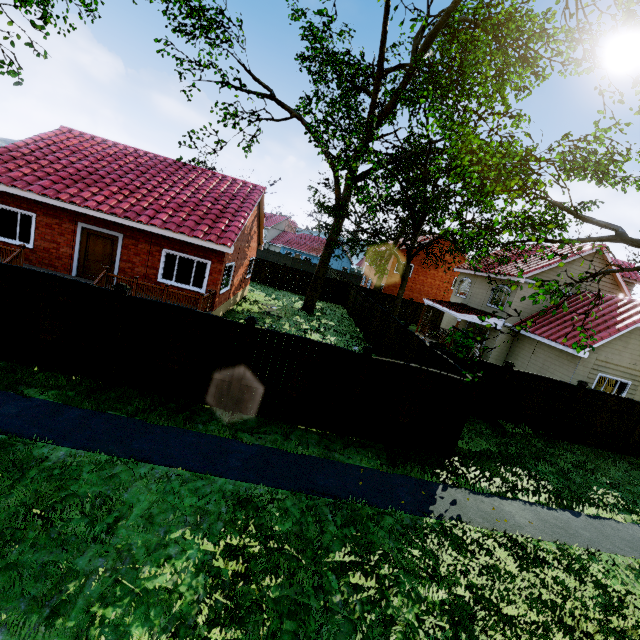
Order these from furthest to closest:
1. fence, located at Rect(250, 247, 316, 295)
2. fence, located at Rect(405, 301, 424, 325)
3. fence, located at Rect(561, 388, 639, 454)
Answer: fence, located at Rect(405, 301, 424, 325)
fence, located at Rect(250, 247, 316, 295)
fence, located at Rect(561, 388, 639, 454)

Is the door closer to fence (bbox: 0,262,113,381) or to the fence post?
fence (bbox: 0,262,113,381)

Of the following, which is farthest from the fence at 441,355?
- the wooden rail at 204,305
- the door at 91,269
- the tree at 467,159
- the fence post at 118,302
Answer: the door at 91,269

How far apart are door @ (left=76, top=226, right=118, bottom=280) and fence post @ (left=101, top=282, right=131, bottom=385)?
7.01m

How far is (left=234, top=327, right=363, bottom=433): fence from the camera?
8.0m

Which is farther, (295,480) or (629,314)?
(629,314)

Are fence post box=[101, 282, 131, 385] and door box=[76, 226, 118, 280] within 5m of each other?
no

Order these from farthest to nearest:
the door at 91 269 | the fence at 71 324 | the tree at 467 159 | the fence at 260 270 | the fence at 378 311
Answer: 1. the fence at 260 270
2. the fence at 378 311
3. the door at 91 269
4. the fence at 71 324
5. the tree at 467 159
